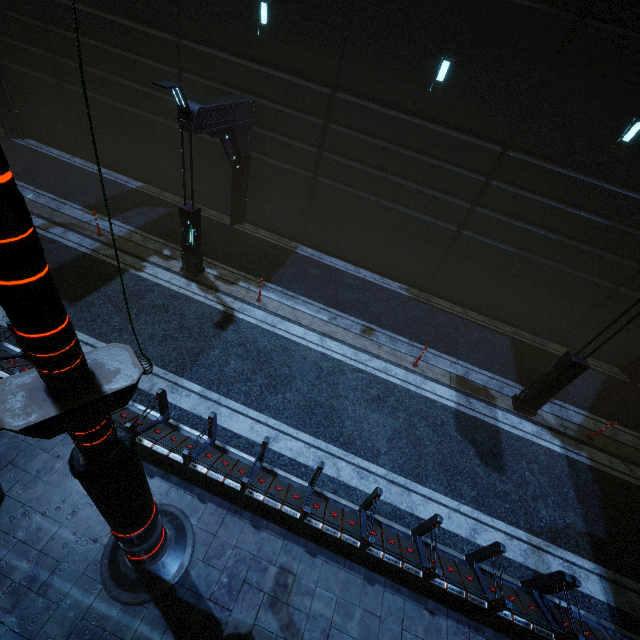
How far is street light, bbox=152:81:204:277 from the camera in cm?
775

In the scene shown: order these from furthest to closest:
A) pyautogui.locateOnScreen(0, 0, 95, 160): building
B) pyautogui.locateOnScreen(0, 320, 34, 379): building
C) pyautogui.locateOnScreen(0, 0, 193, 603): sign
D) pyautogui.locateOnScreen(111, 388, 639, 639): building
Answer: pyautogui.locateOnScreen(0, 0, 95, 160): building
pyautogui.locateOnScreen(0, 320, 34, 379): building
pyautogui.locateOnScreen(111, 388, 639, 639): building
pyautogui.locateOnScreen(0, 0, 193, 603): sign

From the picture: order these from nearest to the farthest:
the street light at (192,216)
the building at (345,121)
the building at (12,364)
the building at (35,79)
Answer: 1. the building at (12,364)
2. the street light at (192,216)
3. the building at (345,121)
4. the building at (35,79)

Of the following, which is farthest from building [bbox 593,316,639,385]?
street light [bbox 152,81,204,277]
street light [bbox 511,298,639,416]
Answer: street light [bbox 511,298,639,416]

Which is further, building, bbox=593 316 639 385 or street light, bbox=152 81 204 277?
building, bbox=593 316 639 385

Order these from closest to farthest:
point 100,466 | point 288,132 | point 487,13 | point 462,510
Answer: point 100,466 → point 462,510 → point 487,13 → point 288,132

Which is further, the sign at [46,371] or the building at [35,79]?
the building at [35,79]
